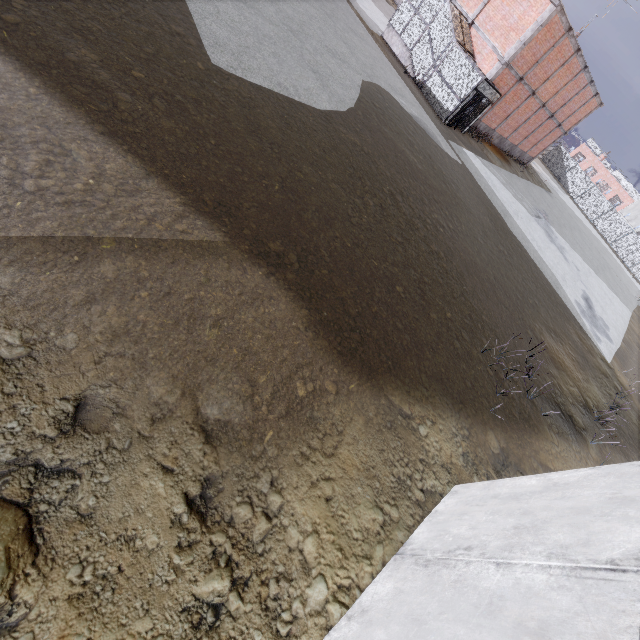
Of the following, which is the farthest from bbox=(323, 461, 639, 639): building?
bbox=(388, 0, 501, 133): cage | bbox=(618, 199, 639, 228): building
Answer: bbox=(618, 199, 639, 228): building

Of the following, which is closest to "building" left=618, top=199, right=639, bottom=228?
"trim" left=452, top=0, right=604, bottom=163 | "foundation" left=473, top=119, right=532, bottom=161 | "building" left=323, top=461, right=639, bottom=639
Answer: "trim" left=452, top=0, right=604, bottom=163

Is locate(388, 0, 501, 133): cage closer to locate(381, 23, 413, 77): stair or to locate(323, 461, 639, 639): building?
locate(381, 23, 413, 77): stair

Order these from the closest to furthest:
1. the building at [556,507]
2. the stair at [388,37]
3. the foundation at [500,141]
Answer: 1. the building at [556,507]
2. the stair at [388,37]
3. the foundation at [500,141]

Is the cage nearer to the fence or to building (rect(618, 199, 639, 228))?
the fence

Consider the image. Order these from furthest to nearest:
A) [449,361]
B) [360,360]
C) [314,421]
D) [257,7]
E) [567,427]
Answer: [257,7] → [567,427] → [449,361] → [360,360] → [314,421]

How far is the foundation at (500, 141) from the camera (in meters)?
24.86

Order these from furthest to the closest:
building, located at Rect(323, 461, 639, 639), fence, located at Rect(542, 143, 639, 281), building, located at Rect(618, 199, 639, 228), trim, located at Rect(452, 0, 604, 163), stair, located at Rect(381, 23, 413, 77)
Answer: building, located at Rect(618, 199, 639, 228)
fence, located at Rect(542, 143, 639, 281)
stair, located at Rect(381, 23, 413, 77)
trim, located at Rect(452, 0, 604, 163)
building, located at Rect(323, 461, 639, 639)
